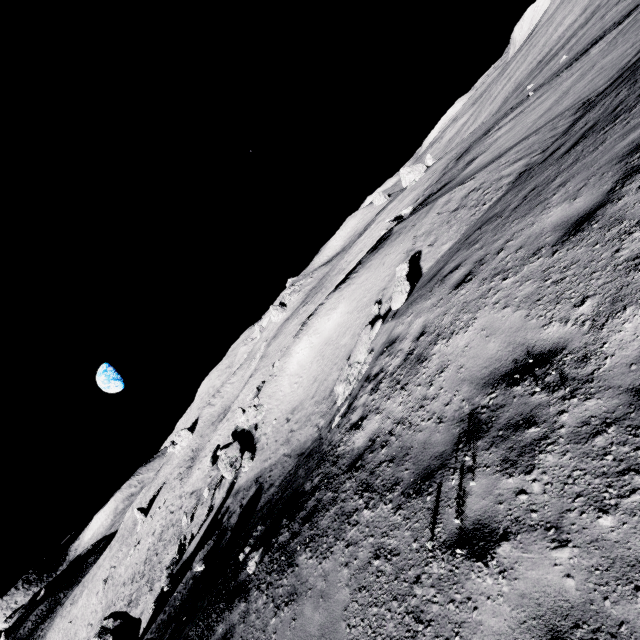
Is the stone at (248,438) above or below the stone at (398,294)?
below

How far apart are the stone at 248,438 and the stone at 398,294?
12.4 meters

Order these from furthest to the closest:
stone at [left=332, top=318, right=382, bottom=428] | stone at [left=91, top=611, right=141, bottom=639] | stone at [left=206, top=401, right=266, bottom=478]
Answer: stone at [left=206, top=401, right=266, bottom=478], stone at [left=91, top=611, right=141, bottom=639], stone at [left=332, top=318, right=382, bottom=428]

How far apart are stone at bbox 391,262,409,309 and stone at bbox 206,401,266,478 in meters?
12.4 m

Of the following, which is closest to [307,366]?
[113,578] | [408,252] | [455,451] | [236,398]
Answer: [408,252]

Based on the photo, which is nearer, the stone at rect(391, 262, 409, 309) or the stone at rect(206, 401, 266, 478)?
the stone at rect(391, 262, 409, 309)

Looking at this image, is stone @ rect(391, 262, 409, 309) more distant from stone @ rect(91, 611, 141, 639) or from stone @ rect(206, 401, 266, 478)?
stone @ rect(91, 611, 141, 639)

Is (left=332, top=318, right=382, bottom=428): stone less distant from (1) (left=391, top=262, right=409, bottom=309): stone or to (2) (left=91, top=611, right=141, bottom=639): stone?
(1) (left=391, top=262, right=409, bottom=309): stone
